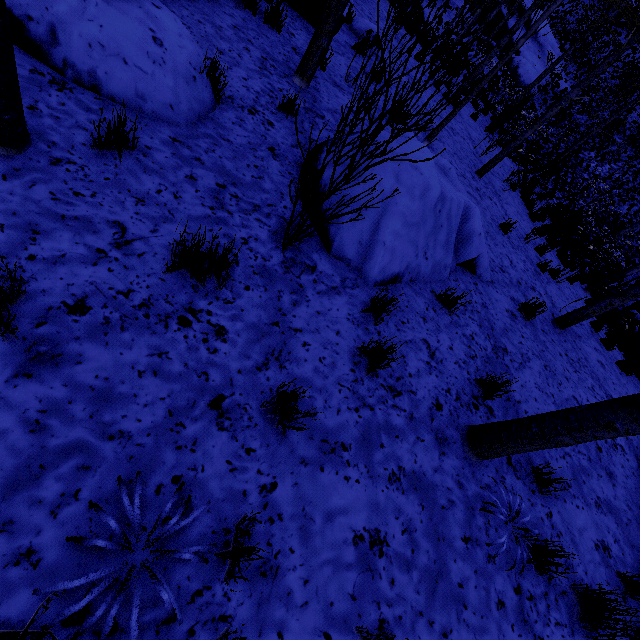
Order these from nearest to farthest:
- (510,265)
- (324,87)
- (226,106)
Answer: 1. (226,106)
2. (324,87)
3. (510,265)

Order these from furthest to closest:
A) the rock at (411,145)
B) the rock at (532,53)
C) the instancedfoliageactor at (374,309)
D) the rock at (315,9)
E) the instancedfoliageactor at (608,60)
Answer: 1. the rock at (532,53)
2. the rock at (315,9)
3. the rock at (411,145)
4. the instancedfoliageactor at (374,309)
5. the instancedfoliageactor at (608,60)

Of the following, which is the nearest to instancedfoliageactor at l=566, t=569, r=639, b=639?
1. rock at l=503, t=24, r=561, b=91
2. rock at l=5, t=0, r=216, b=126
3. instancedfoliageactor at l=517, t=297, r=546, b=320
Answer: rock at l=503, t=24, r=561, b=91

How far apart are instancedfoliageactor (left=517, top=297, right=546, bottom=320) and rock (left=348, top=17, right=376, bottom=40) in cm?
726

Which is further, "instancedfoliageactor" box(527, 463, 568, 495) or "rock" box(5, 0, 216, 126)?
"instancedfoliageactor" box(527, 463, 568, 495)

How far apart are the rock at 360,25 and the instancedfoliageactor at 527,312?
7.3m

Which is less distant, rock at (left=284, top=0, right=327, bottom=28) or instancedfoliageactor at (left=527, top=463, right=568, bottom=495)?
instancedfoliageactor at (left=527, top=463, right=568, bottom=495)

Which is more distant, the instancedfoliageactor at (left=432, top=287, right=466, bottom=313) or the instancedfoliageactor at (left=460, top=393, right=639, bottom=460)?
the instancedfoliageactor at (left=432, top=287, right=466, bottom=313)
